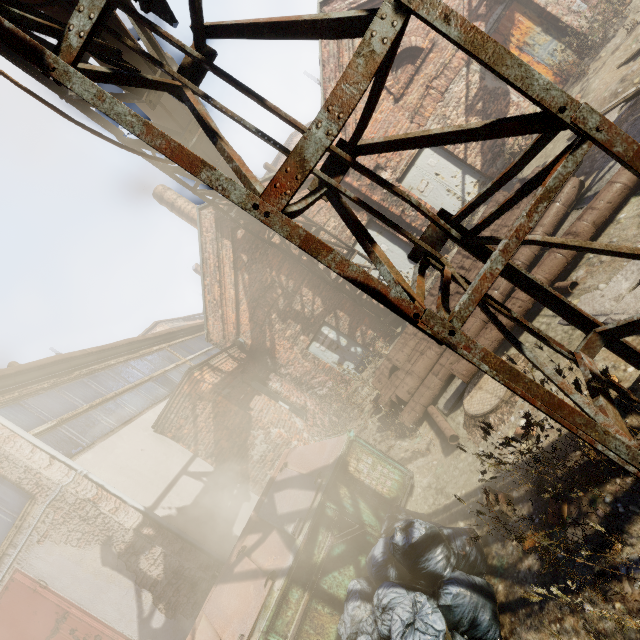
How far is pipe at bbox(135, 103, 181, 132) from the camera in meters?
4.2

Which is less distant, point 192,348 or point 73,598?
point 73,598

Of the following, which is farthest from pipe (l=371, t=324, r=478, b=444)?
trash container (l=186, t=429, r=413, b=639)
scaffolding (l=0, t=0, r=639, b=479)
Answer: scaffolding (l=0, t=0, r=639, b=479)

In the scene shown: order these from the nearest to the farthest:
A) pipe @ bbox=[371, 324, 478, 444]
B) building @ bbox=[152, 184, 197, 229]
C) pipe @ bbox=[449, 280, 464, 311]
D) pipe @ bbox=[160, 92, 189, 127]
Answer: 1. pipe @ bbox=[160, 92, 189, 127]
2. pipe @ bbox=[371, 324, 478, 444]
3. pipe @ bbox=[449, 280, 464, 311]
4. building @ bbox=[152, 184, 197, 229]

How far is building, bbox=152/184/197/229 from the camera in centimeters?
1655cm

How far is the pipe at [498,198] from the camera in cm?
676

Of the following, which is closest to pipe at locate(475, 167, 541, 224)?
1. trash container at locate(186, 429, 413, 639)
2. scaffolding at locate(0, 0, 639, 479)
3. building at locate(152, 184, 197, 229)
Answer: trash container at locate(186, 429, 413, 639)

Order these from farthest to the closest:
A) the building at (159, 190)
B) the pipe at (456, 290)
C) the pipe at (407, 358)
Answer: the building at (159, 190), the pipe at (456, 290), the pipe at (407, 358)
